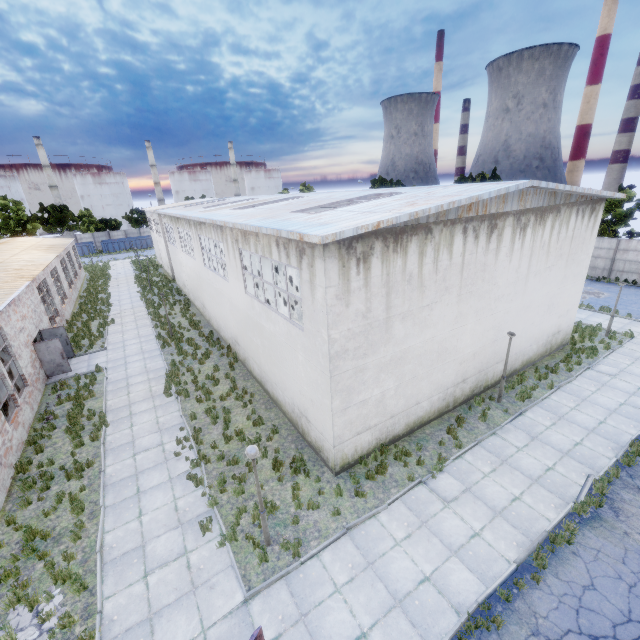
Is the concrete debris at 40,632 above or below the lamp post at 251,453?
below

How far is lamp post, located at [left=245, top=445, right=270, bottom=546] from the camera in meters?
7.6 m

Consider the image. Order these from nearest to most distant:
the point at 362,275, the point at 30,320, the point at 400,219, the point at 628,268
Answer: the point at 400,219
the point at 362,275
the point at 30,320
the point at 628,268

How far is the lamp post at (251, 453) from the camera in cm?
761

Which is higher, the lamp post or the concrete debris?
the lamp post
